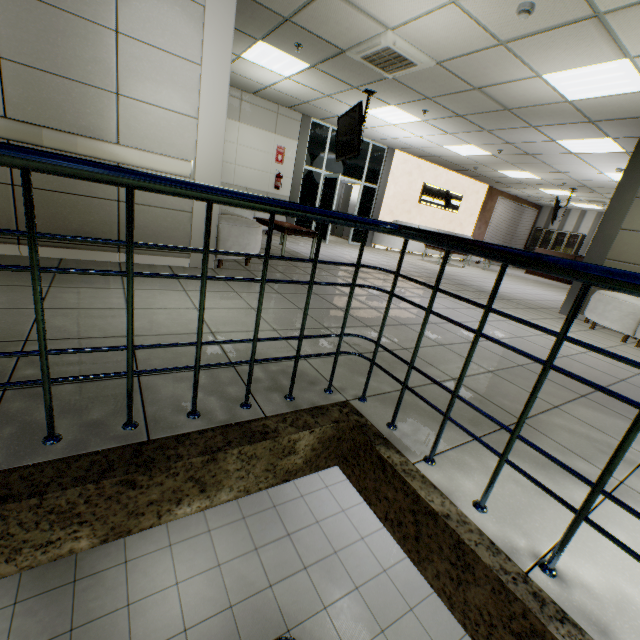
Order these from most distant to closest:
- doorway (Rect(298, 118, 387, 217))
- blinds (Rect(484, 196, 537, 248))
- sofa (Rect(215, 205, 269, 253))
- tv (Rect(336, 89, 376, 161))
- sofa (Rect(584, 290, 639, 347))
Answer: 1. blinds (Rect(484, 196, 537, 248))
2. doorway (Rect(298, 118, 387, 217))
3. tv (Rect(336, 89, 376, 161))
4. sofa (Rect(584, 290, 639, 347))
5. sofa (Rect(215, 205, 269, 253))

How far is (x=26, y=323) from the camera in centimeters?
193cm

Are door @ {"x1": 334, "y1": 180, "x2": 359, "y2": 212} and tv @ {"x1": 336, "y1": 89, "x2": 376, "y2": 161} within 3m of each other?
no

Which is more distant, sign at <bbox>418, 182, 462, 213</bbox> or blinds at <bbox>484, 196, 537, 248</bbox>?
blinds at <bbox>484, 196, 537, 248</bbox>

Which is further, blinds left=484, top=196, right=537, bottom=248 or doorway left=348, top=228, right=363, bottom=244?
blinds left=484, top=196, right=537, bottom=248

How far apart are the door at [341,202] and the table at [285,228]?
5.4 meters

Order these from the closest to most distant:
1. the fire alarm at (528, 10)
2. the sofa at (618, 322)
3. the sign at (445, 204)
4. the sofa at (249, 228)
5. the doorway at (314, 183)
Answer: the fire alarm at (528, 10), the sofa at (249, 228), the sofa at (618, 322), the doorway at (314, 183), the sign at (445, 204)

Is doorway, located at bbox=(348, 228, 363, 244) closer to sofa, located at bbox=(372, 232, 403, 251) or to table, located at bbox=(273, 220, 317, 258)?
sofa, located at bbox=(372, 232, 403, 251)
